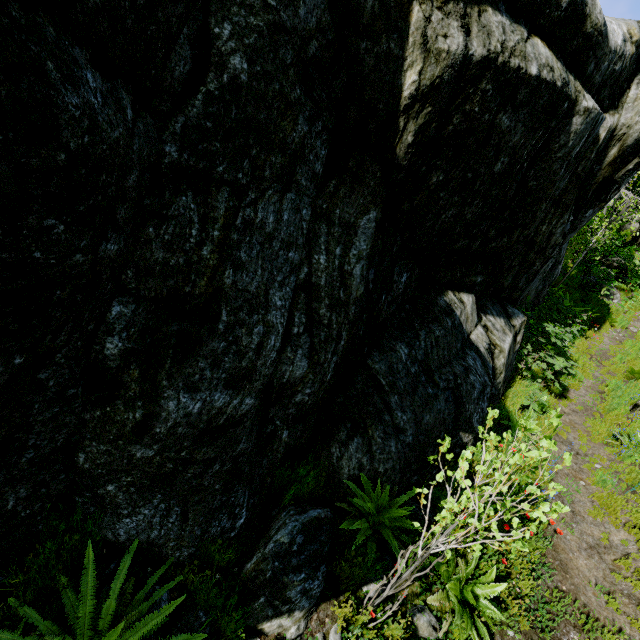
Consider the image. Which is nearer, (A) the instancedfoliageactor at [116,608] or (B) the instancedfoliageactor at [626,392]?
(A) the instancedfoliageactor at [116,608]

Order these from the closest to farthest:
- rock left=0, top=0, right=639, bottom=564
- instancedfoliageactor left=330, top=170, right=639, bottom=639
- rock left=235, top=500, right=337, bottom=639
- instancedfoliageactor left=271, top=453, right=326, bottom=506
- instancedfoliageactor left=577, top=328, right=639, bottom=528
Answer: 1. rock left=0, top=0, right=639, bottom=564
2. instancedfoliageactor left=330, top=170, right=639, bottom=639
3. rock left=235, top=500, right=337, bottom=639
4. instancedfoliageactor left=271, top=453, right=326, bottom=506
5. instancedfoliageactor left=577, top=328, right=639, bottom=528

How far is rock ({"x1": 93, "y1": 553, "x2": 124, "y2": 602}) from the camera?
2.80m

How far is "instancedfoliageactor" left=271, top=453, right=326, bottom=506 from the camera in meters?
3.9

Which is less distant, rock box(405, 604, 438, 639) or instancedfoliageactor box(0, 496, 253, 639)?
instancedfoliageactor box(0, 496, 253, 639)

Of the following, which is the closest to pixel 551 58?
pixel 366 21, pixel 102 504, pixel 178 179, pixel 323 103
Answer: pixel 366 21

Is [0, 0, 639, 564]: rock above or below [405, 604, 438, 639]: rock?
above

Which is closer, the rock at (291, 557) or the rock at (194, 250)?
the rock at (194, 250)
